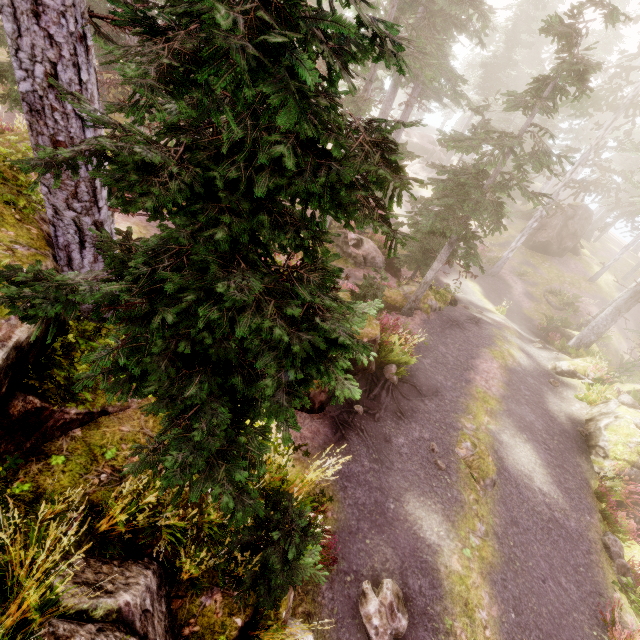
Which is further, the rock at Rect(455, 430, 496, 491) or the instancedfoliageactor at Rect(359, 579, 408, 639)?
the rock at Rect(455, 430, 496, 491)

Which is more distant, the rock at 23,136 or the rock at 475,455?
Result: the rock at 23,136

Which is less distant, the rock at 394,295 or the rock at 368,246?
the rock at 394,295

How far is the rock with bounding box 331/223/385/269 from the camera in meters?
20.5 m

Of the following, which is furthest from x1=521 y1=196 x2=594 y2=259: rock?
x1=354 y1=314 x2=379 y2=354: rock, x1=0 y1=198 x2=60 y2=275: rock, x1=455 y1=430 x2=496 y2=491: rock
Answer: x1=455 y1=430 x2=496 y2=491: rock

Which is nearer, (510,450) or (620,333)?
(510,450)

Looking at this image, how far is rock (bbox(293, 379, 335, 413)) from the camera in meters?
7.2 m

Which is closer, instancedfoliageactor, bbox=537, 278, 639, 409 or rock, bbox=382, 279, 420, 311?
instancedfoliageactor, bbox=537, 278, 639, 409
